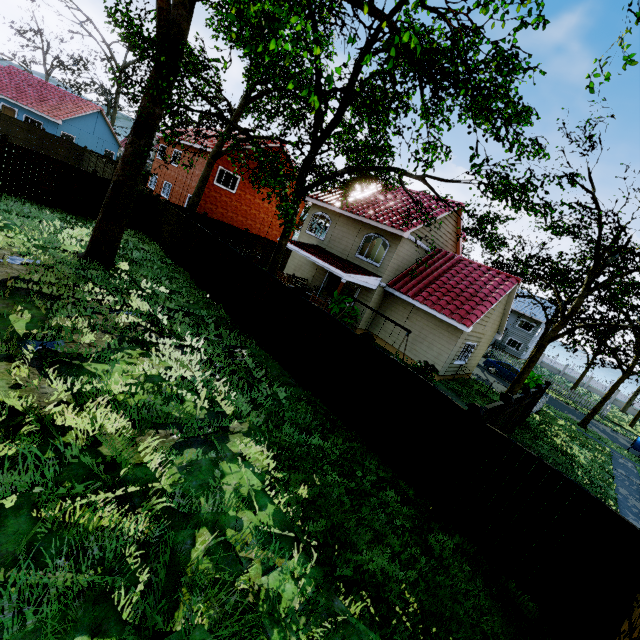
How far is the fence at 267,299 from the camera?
10.8m

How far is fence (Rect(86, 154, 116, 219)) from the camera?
16.9 meters

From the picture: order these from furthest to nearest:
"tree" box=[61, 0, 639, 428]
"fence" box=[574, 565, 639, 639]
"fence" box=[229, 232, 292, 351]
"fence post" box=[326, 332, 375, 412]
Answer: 1. "fence" box=[229, 232, 292, 351]
2. "fence post" box=[326, 332, 375, 412]
3. "tree" box=[61, 0, 639, 428]
4. "fence" box=[574, 565, 639, 639]

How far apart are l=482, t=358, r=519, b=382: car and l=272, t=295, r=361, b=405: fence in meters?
23.2

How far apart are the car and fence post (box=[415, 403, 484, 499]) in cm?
2324

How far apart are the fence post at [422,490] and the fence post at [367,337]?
2.7m

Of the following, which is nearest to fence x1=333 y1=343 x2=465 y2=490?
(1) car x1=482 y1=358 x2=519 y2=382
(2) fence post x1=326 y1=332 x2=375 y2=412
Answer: (2) fence post x1=326 y1=332 x2=375 y2=412

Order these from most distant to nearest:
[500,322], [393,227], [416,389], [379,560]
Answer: [500,322] < [393,227] < [416,389] < [379,560]
